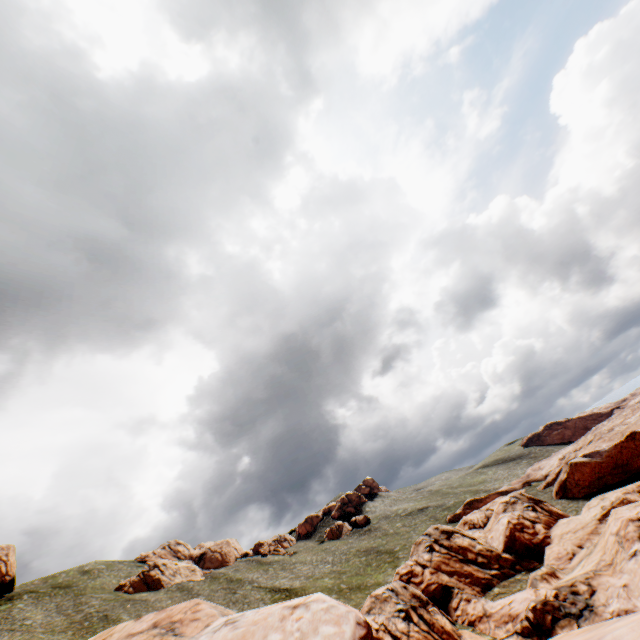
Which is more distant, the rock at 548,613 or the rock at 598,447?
the rock at 598,447

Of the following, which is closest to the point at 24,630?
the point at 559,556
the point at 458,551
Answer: the point at 458,551

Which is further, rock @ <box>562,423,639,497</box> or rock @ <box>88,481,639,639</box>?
rock @ <box>562,423,639,497</box>
